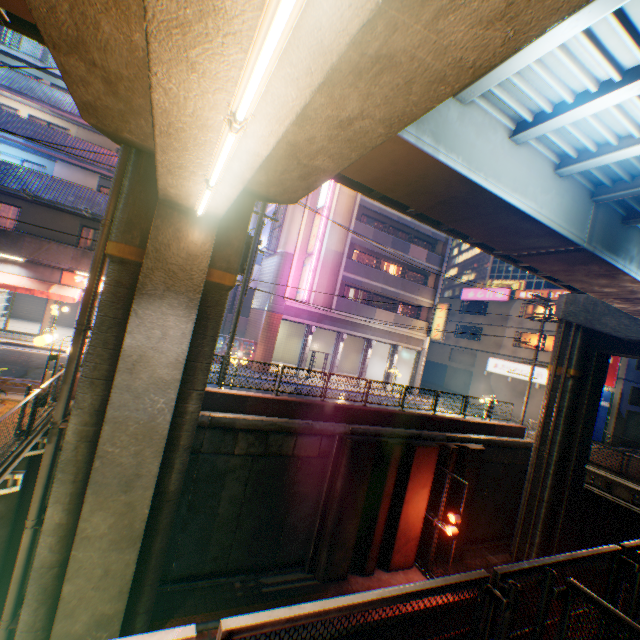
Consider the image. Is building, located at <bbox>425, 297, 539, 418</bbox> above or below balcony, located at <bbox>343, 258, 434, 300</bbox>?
below

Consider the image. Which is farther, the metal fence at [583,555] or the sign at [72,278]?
the sign at [72,278]

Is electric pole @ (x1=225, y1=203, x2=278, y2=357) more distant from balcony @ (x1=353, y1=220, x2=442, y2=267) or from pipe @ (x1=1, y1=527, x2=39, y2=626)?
balcony @ (x1=353, y1=220, x2=442, y2=267)

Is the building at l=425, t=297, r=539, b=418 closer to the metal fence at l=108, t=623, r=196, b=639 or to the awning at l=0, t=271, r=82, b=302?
the metal fence at l=108, t=623, r=196, b=639

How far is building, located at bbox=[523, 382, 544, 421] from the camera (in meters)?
29.36

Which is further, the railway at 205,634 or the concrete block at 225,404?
the concrete block at 225,404

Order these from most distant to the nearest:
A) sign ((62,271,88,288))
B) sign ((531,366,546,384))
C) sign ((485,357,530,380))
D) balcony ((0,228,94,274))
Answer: sign ((485,357,530,380))
sign ((531,366,546,384))
sign ((62,271,88,288))
balcony ((0,228,94,274))

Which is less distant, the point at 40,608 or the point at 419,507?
the point at 40,608
